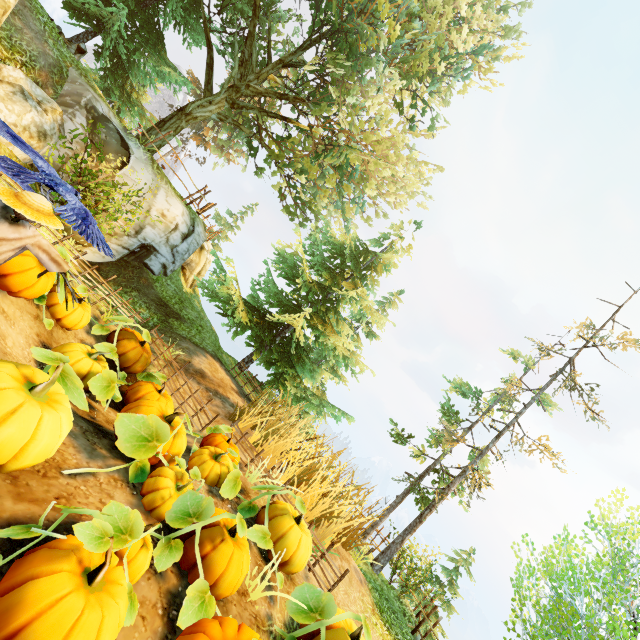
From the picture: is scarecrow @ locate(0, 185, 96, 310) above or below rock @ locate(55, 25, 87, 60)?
below

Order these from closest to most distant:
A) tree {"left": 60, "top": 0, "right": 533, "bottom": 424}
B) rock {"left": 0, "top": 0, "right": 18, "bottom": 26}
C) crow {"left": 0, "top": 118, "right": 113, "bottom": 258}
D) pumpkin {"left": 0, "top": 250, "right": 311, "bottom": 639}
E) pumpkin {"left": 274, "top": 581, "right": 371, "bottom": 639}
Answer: pumpkin {"left": 0, "top": 250, "right": 311, "bottom": 639}, crow {"left": 0, "top": 118, "right": 113, "bottom": 258}, pumpkin {"left": 274, "top": 581, "right": 371, "bottom": 639}, rock {"left": 0, "top": 0, "right": 18, "bottom": 26}, tree {"left": 60, "top": 0, "right": 533, "bottom": 424}

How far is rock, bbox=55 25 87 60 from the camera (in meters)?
9.66

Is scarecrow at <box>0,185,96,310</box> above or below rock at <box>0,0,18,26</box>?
below

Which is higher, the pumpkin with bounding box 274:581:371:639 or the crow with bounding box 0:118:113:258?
the crow with bounding box 0:118:113:258

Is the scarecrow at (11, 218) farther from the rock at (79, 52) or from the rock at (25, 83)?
the rock at (79, 52)

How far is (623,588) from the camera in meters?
10.1

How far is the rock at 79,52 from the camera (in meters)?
9.66
